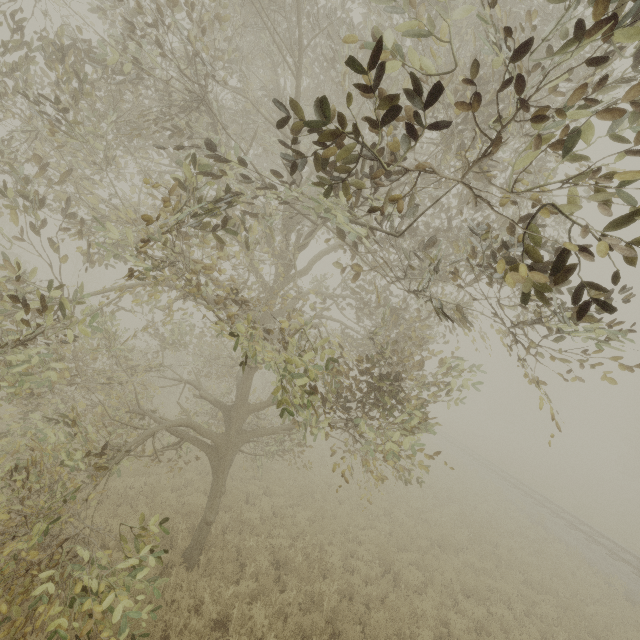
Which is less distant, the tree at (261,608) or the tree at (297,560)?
the tree at (261,608)

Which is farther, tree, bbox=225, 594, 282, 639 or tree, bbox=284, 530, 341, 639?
tree, bbox=284, 530, 341, 639

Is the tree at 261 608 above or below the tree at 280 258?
below

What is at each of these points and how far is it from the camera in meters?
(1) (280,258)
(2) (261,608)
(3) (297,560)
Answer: (1) tree, 8.3 m
(2) tree, 7.0 m
(3) tree, 8.8 m

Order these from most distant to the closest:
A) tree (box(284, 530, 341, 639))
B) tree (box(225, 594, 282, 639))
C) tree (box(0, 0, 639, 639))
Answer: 1. tree (box(284, 530, 341, 639))
2. tree (box(225, 594, 282, 639))
3. tree (box(0, 0, 639, 639))

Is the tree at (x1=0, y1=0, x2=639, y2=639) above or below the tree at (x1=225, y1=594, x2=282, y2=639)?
above
